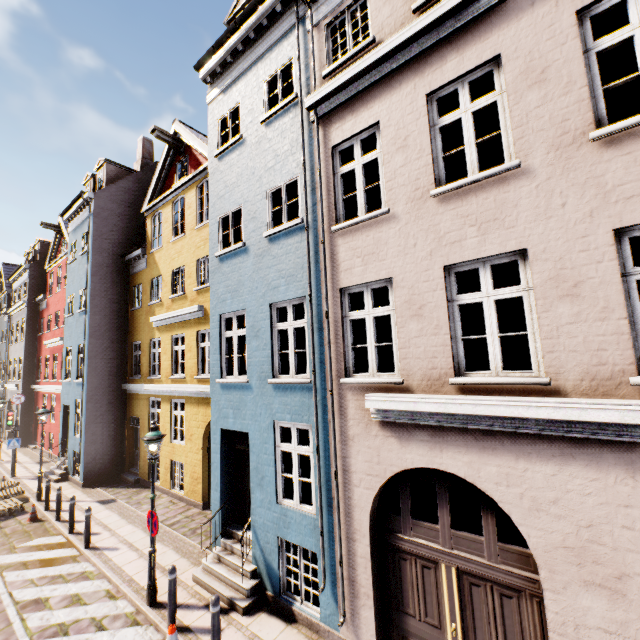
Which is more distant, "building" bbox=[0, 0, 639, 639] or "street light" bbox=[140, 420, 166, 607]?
"street light" bbox=[140, 420, 166, 607]

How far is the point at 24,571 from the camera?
8.6 meters

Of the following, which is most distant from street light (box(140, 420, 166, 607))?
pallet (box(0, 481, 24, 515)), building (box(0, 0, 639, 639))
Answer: pallet (box(0, 481, 24, 515))

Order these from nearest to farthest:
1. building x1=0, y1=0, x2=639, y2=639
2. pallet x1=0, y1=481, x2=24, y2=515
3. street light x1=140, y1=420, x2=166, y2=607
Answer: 1. building x1=0, y1=0, x2=639, y2=639
2. street light x1=140, y1=420, x2=166, y2=607
3. pallet x1=0, y1=481, x2=24, y2=515

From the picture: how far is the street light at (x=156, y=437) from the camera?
7.01m

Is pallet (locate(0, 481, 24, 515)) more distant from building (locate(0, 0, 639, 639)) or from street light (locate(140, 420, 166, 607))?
street light (locate(140, 420, 166, 607))

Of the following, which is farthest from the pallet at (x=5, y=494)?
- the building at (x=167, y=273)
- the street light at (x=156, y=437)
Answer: the street light at (x=156, y=437)

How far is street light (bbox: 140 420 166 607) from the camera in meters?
7.0 m
